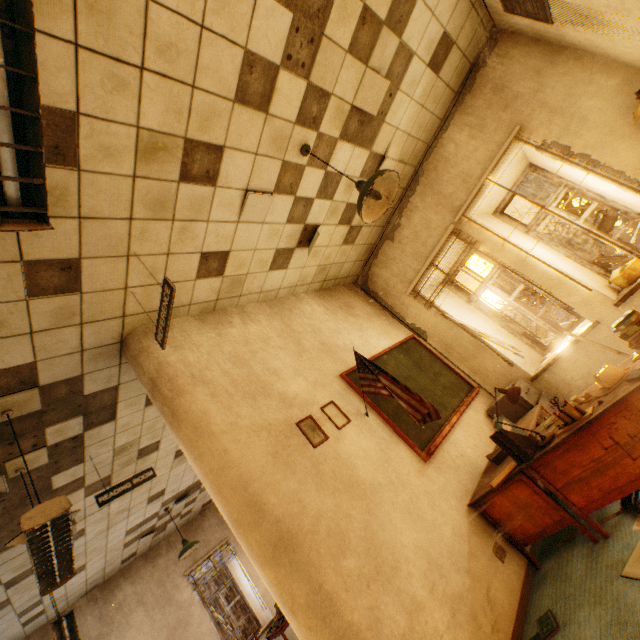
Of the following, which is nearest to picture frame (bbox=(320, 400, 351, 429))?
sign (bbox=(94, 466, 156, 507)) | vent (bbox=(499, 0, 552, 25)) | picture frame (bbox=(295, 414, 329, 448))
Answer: picture frame (bbox=(295, 414, 329, 448))

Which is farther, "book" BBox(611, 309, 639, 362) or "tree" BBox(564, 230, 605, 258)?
"tree" BBox(564, 230, 605, 258)

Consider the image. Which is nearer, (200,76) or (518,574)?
(200,76)

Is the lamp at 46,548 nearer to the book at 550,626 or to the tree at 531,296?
the book at 550,626

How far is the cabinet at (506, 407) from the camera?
4.1m

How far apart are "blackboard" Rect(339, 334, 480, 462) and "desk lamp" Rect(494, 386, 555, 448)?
0.9 meters

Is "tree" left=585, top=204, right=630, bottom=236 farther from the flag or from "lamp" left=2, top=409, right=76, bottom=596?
"lamp" left=2, top=409, right=76, bottom=596

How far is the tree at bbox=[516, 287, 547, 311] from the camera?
9.71m
